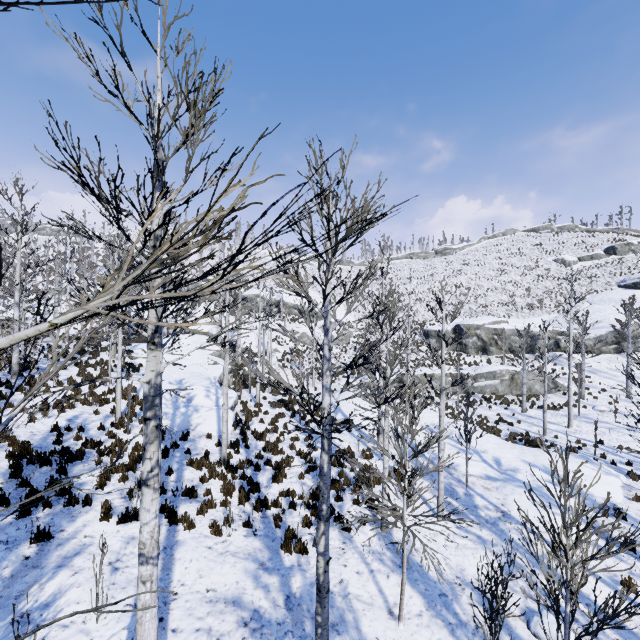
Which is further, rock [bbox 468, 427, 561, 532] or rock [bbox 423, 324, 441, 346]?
rock [bbox 423, 324, 441, 346]

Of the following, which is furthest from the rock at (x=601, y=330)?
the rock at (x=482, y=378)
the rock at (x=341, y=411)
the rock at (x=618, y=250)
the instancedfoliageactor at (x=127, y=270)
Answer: the rock at (x=341, y=411)

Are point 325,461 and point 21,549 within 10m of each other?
yes

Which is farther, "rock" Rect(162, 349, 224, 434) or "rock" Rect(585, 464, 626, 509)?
"rock" Rect(162, 349, 224, 434)

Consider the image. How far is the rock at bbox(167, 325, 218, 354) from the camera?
27.33m

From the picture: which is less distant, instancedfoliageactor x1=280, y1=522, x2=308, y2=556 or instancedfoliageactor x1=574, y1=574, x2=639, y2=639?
instancedfoliageactor x1=574, y1=574, x2=639, y2=639

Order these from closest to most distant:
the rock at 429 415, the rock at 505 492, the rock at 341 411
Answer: the rock at 505 492, the rock at 429 415, the rock at 341 411

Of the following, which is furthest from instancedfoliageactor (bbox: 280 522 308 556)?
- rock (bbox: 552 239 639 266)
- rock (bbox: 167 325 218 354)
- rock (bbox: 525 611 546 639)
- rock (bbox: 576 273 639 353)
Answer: rock (bbox: 552 239 639 266)
